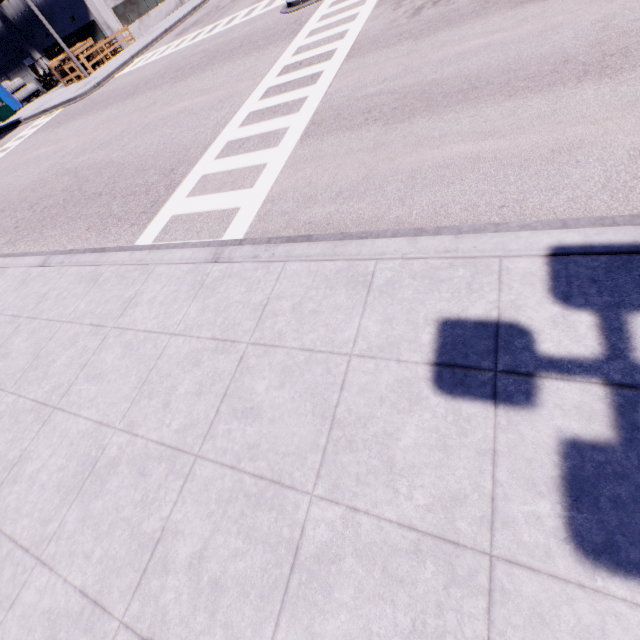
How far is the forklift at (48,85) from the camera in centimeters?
3082cm

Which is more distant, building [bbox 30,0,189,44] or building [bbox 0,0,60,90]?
building [bbox 0,0,60,90]

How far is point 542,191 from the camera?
3.8m

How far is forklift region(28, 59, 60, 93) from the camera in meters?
30.8 m

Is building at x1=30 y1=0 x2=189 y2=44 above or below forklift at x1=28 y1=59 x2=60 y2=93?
above

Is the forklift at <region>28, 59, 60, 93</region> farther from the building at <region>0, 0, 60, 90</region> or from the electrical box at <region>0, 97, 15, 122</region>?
the electrical box at <region>0, 97, 15, 122</region>

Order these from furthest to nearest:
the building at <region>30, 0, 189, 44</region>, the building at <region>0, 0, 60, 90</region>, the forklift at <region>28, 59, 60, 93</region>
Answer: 1. the forklift at <region>28, 59, 60, 93</region>
2. the building at <region>0, 0, 60, 90</region>
3. the building at <region>30, 0, 189, 44</region>

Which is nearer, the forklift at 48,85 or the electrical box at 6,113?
the electrical box at 6,113
